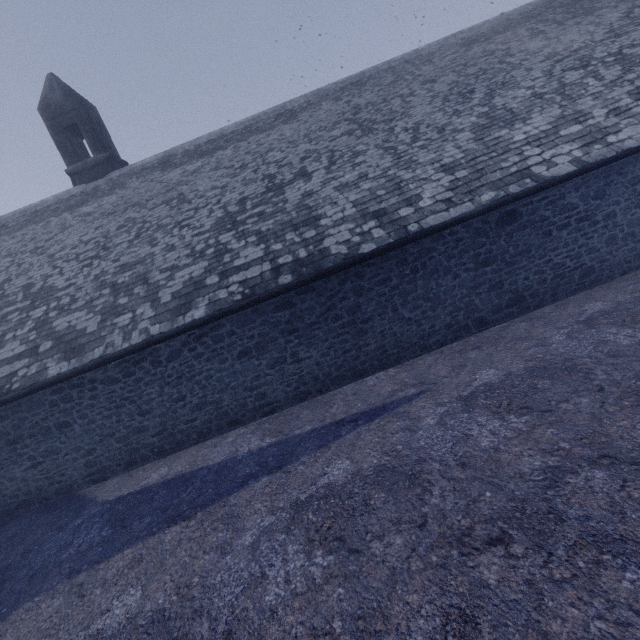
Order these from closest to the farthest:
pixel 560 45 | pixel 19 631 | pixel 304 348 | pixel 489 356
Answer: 1. pixel 19 631
2. pixel 489 356
3. pixel 304 348
4. pixel 560 45
